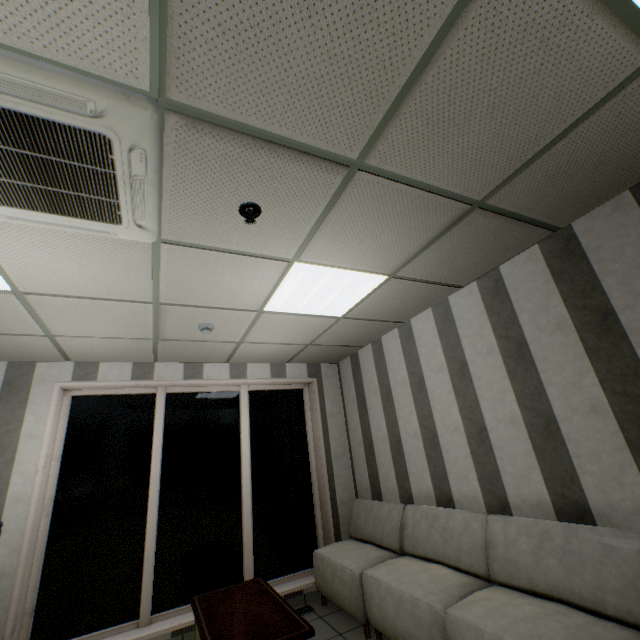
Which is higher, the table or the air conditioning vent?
the air conditioning vent

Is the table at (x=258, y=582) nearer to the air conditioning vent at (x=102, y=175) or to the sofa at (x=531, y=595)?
the sofa at (x=531, y=595)

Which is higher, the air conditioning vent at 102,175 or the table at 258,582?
the air conditioning vent at 102,175

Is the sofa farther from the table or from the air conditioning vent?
the air conditioning vent

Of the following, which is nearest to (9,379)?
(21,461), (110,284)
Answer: (21,461)

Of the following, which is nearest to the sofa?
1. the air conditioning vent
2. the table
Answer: the table

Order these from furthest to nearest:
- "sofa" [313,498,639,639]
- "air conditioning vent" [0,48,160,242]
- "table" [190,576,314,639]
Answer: "table" [190,576,314,639], "sofa" [313,498,639,639], "air conditioning vent" [0,48,160,242]

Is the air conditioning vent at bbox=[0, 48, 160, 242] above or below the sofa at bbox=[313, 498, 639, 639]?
above
